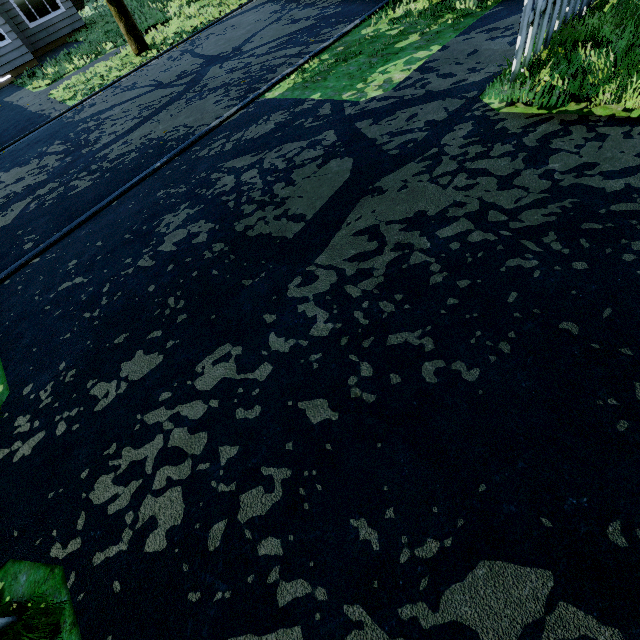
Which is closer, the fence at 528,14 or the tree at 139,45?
the fence at 528,14

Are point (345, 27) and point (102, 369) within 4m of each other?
no

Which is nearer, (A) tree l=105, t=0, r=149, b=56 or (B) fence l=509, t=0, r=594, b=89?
(B) fence l=509, t=0, r=594, b=89
